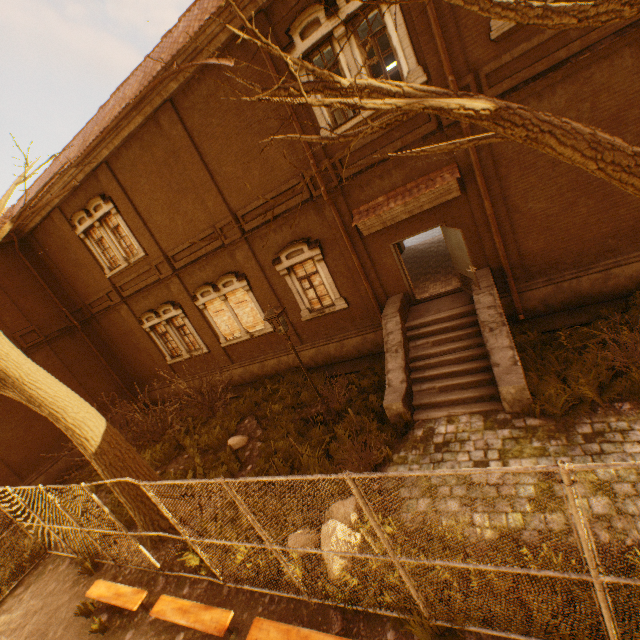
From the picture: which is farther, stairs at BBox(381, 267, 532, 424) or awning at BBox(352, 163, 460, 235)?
awning at BBox(352, 163, 460, 235)

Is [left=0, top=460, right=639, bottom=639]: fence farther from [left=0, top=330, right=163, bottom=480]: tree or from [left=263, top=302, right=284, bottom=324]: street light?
[left=263, top=302, right=284, bottom=324]: street light

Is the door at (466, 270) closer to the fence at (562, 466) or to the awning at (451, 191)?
the awning at (451, 191)

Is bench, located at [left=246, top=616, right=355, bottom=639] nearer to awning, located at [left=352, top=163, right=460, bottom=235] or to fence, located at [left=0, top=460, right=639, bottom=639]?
fence, located at [left=0, top=460, right=639, bottom=639]

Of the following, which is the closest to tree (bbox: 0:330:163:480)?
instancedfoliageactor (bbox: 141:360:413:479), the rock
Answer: instancedfoliageactor (bbox: 141:360:413:479)

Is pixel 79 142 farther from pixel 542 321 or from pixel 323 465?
pixel 542 321

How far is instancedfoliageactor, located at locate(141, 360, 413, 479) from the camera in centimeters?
802cm

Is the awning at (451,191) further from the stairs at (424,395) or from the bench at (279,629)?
the bench at (279,629)
